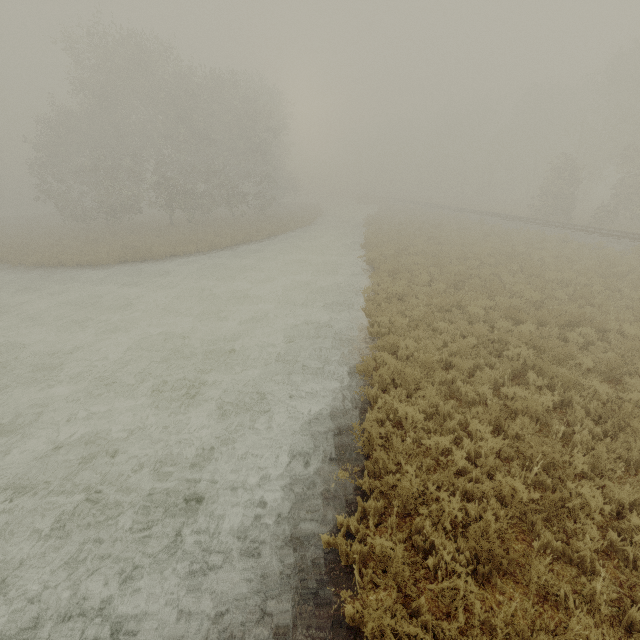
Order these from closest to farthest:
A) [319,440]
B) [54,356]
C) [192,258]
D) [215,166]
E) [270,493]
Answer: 1. [270,493]
2. [319,440]
3. [54,356]
4. [192,258]
5. [215,166]
